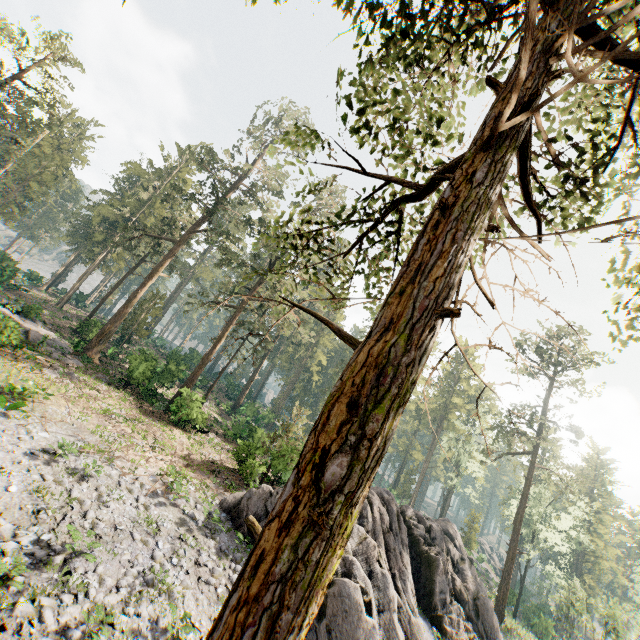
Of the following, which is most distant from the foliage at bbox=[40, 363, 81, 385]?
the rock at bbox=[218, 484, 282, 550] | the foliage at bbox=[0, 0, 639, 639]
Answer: the rock at bbox=[218, 484, 282, 550]

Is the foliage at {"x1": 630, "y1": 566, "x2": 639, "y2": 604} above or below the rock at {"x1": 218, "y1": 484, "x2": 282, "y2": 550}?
above

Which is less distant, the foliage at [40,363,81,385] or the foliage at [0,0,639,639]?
the foliage at [0,0,639,639]

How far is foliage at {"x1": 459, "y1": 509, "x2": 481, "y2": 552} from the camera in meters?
45.3 m

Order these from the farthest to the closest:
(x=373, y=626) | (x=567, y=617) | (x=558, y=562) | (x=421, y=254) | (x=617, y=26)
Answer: (x=558, y=562) < (x=567, y=617) < (x=373, y=626) < (x=617, y=26) < (x=421, y=254)

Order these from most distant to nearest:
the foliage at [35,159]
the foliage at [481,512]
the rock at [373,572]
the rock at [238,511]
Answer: the foliage at [481,512] < the foliage at [35,159] < the rock at [238,511] < the rock at [373,572]

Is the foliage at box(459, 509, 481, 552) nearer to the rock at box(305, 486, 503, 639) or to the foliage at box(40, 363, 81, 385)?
the rock at box(305, 486, 503, 639)

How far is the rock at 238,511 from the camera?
15.22m
